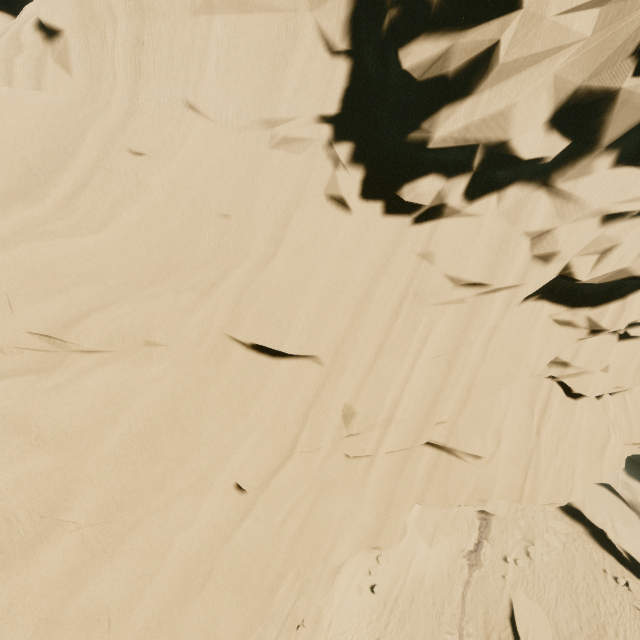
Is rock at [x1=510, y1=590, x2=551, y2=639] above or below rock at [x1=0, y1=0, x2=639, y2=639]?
below

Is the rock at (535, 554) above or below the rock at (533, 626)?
above

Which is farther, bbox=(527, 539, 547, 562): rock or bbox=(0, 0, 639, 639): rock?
bbox=(527, 539, 547, 562): rock

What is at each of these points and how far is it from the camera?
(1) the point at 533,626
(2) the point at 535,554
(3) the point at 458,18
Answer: (1) rock, 18.1 meters
(2) rock, 20.8 meters
(3) rock, 5.4 meters

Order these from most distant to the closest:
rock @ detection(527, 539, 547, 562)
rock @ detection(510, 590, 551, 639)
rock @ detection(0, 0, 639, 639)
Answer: rock @ detection(527, 539, 547, 562) → rock @ detection(510, 590, 551, 639) → rock @ detection(0, 0, 639, 639)

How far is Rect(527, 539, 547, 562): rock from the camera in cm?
2059

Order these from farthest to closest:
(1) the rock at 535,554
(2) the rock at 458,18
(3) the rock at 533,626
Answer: (1) the rock at 535,554, (3) the rock at 533,626, (2) the rock at 458,18
